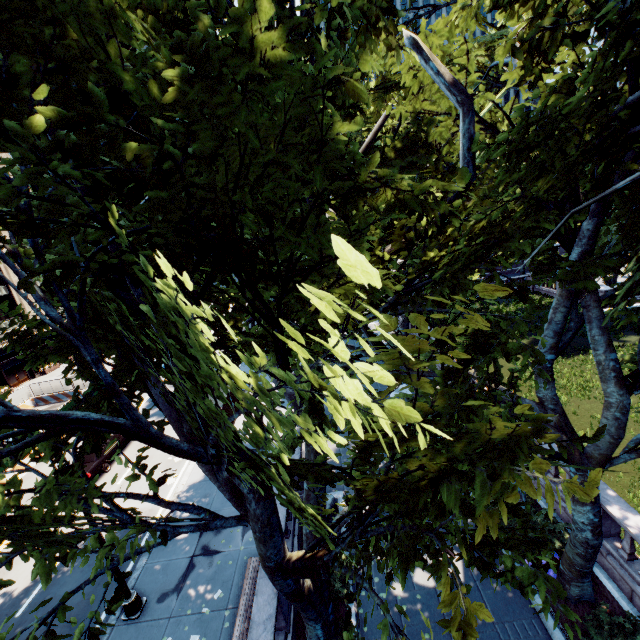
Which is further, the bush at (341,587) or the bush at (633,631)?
the bush at (341,587)

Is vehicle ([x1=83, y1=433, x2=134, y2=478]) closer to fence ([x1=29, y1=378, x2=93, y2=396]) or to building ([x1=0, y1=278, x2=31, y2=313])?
fence ([x1=29, y1=378, x2=93, y2=396])

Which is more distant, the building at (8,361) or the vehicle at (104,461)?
the building at (8,361)

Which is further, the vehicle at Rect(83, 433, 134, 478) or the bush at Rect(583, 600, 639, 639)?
→ the vehicle at Rect(83, 433, 134, 478)

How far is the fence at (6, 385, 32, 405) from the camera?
28.0 meters

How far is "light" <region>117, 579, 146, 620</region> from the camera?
10.5m

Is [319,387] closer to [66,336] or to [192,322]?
[192,322]

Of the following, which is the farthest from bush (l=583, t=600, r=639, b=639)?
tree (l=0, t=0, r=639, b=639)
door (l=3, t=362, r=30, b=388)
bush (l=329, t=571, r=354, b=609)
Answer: door (l=3, t=362, r=30, b=388)
